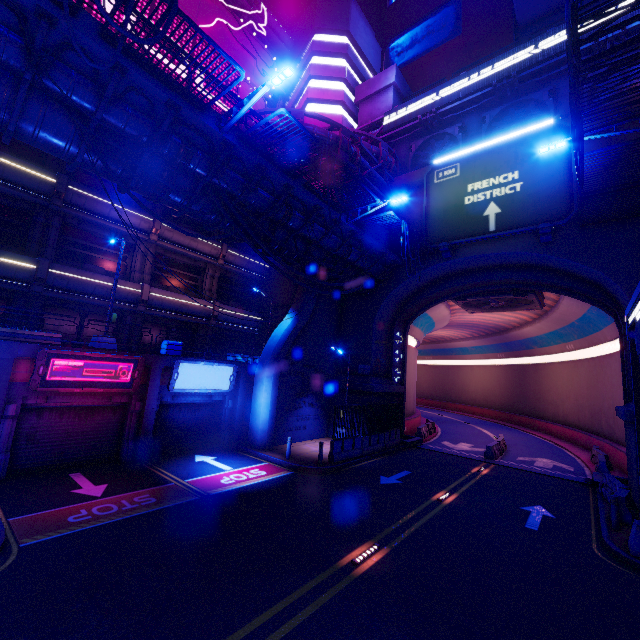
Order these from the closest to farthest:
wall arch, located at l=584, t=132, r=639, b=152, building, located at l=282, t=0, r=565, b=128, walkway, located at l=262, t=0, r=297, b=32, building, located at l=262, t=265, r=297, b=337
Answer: wall arch, located at l=584, t=132, r=639, b=152, building, located at l=262, t=265, r=297, b=337, building, located at l=282, t=0, r=565, b=128, walkway, located at l=262, t=0, r=297, b=32

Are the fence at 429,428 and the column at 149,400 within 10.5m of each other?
no

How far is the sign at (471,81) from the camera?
19.0 meters

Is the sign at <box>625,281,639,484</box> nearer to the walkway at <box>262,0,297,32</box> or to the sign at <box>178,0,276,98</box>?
the sign at <box>178,0,276,98</box>

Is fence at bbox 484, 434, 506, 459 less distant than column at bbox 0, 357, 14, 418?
No

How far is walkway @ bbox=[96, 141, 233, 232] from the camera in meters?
10.3 m

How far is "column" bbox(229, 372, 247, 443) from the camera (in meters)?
18.62

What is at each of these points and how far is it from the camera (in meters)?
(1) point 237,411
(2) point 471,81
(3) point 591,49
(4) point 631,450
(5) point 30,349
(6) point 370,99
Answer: (1) column, 18.77
(2) sign, 21.70
(3) pipe, 18.80
(4) wall arch, 14.05
(5) beam, 11.84
(6) pillar, 28.84
